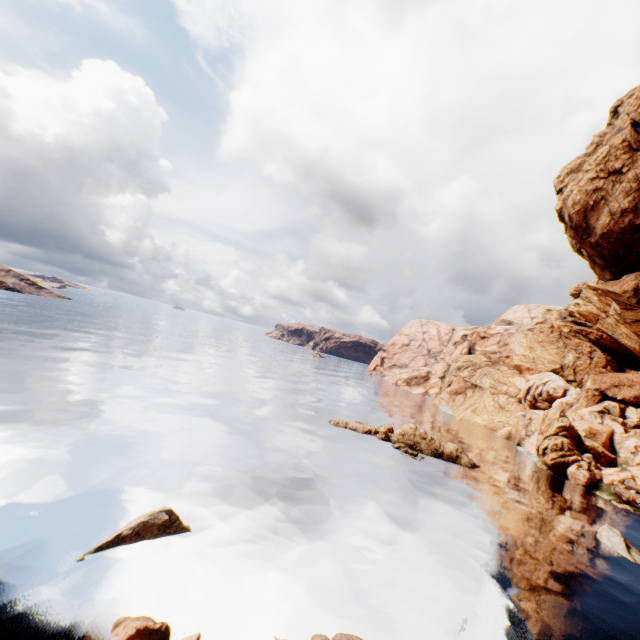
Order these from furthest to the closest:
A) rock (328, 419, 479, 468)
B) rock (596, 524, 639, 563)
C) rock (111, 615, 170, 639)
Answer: rock (328, 419, 479, 468) < rock (596, 524, 639, 563) < rock (111, 615, 170, 639)

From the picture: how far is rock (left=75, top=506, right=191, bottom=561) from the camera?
12.88m

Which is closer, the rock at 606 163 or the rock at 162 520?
the rock at 162 520

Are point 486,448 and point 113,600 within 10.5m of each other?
no

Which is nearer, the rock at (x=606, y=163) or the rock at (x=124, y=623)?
the rock at (x=124, y=623)

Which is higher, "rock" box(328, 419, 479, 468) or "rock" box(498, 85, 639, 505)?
"rock" box(498, 85, 639, 505)

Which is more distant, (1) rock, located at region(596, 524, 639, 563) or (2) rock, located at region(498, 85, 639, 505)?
(1) rock, located at region(596, 524, 639, 563)
